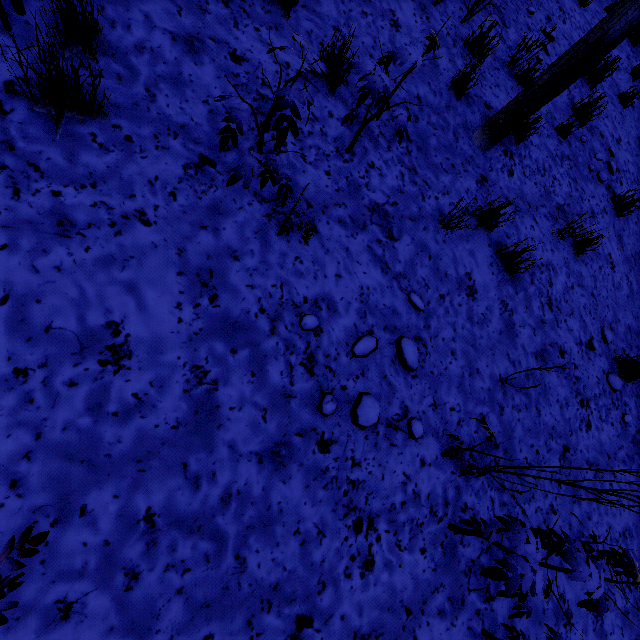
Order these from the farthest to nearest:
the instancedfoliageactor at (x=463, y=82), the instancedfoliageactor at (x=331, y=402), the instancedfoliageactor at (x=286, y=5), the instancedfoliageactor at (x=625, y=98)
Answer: the instancedfoliageactor at (x=625, y=98) < the instancedfoliageactor at (x=463, y=82) < the instancedfoliageactor at (x=286, y=5) < the instancedfoliageactor at (x=331, y=402)

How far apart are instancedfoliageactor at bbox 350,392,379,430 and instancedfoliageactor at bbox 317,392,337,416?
0.2 meters

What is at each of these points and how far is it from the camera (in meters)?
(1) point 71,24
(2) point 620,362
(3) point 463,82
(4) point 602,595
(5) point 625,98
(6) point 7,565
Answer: (1) instancedfoliageactor, 1.89
(2) instancedfoliageactor, 3.95
(3) instancedfoliageactor, 3.48
(4) instancedfoliageactor, 2.25
(5) instancedfoliageactor, 5.79
(6) instancedfoliageactor, 1.18

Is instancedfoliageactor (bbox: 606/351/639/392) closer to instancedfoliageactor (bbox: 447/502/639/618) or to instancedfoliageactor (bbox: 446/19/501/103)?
instancedfoliageactor (bbox: 446/19/501/103)

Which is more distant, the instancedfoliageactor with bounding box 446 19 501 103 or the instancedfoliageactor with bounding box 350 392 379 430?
the instancedfoliageactor with bounding box 446 19 501 103

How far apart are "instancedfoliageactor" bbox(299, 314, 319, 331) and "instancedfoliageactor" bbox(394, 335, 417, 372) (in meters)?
0.72

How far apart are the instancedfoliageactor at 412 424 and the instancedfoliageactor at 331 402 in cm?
68

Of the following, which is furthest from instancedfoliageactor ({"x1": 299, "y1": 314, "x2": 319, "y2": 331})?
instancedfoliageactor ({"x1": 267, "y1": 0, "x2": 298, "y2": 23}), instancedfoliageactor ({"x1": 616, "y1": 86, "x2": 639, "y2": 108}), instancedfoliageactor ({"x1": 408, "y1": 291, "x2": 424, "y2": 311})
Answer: instancedfoliageactor ({"x1": 616, "y1": 86, "x2": 639, "y2": 108})
